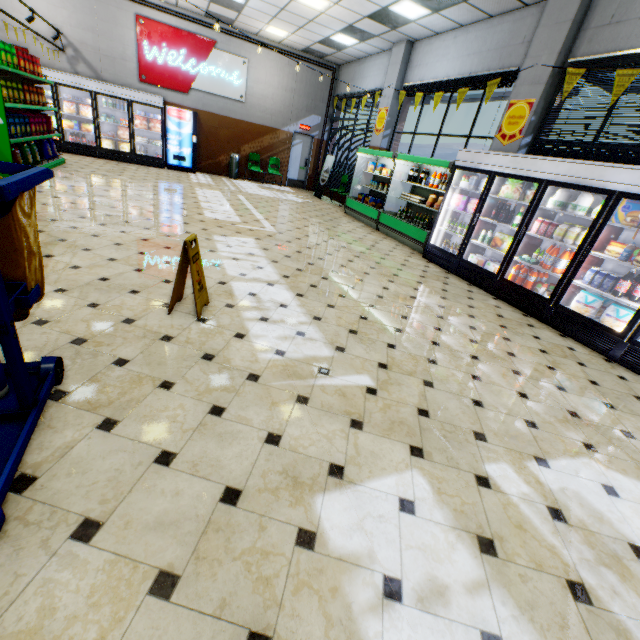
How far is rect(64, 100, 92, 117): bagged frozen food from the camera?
10.4m

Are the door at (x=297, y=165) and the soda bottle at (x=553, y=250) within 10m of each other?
no

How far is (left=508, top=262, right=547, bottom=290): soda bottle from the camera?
5.34m

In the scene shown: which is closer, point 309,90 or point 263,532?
point 263,532

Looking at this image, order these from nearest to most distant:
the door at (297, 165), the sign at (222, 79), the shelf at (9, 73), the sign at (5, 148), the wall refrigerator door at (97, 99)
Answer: Answer:
1. the sign at (5, 148)
2. the shelf at (9, 73)
3. the wall refrigerator door at (97, 99)
4. the sign at (222, 79)
5. the door at (297, 165)

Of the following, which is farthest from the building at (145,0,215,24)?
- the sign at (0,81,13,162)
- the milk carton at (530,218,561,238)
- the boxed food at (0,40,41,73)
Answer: the boxed food at (0,40,41,73)

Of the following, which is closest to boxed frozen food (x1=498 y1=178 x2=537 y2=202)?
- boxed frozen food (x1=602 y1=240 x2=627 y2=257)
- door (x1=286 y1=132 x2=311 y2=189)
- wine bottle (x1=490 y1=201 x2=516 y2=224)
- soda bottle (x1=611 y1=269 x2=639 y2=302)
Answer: wine bottle (x1=490 y1=201 x2=516 y2=224)

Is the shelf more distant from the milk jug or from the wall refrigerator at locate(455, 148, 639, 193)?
the milk jug
